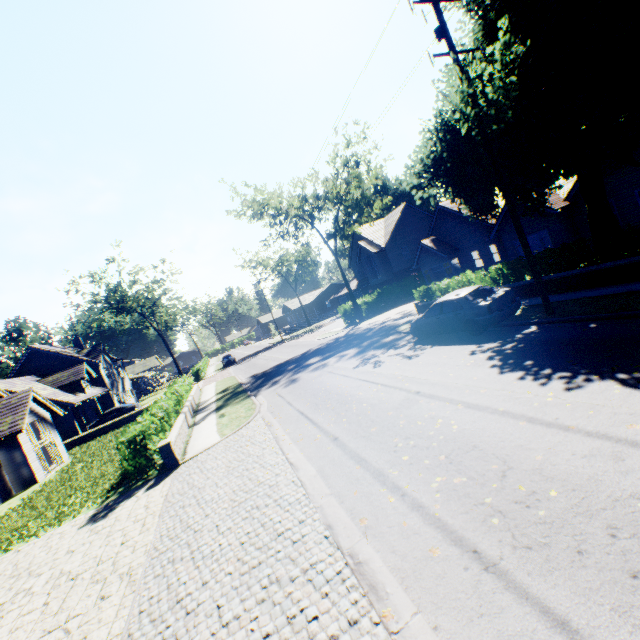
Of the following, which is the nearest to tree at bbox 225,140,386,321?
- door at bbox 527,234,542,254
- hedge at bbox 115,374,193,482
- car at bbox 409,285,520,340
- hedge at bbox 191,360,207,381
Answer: hedge at bbox 191,360,207,381

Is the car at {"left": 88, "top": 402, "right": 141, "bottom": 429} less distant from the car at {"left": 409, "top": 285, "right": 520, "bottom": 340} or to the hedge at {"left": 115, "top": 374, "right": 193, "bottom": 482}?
the hedge at {"left": 115, "top": 374, "right": 193, "bottom": 482}

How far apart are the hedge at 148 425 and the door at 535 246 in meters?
24.7 m

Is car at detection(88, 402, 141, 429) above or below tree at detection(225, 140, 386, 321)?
below

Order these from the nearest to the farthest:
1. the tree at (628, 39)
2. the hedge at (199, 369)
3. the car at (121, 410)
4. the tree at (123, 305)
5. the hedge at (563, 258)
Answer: the tree at (628, 39)
the hedge at (563, 258)
the car at (121, 410)
the hedge at (199, 369)
the tree at (123, 305)

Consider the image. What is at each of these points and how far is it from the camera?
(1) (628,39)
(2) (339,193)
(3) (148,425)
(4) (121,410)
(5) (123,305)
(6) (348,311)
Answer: (1) tree, 7.8m
(2) tree, 32.4m
(3) hedge, 11.8m
(4) car, 31.0m
(5) tree, 50.9m
(6) hedge, 34.0m

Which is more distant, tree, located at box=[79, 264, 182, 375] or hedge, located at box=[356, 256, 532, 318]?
tree, located at box=[79, 264, 182, 375]

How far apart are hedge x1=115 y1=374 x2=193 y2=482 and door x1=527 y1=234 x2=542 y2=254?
24.7m
